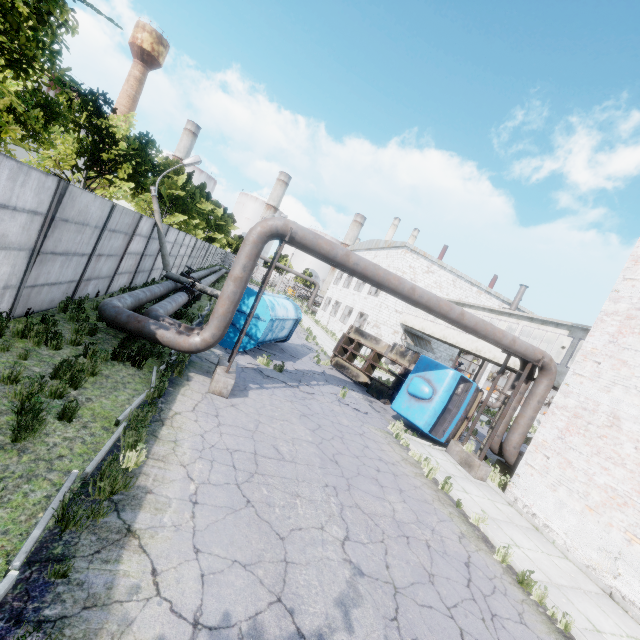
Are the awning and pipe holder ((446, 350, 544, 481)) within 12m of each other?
no

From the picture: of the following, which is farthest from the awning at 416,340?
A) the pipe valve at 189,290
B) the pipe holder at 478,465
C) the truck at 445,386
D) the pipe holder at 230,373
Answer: the pipe holder at 230,373

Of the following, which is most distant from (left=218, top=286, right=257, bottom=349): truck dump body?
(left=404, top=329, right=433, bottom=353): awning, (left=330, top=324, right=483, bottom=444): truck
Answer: (left=404, top=329, right=433, bottom=353): awning

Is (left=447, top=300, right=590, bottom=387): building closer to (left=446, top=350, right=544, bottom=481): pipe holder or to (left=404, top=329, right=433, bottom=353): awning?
(left=404, top=329, right=433, bottom=353): awning

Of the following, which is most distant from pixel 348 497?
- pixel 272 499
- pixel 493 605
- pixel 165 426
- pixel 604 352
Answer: pixel 604 352

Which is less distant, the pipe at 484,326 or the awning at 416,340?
the pipe at 484,326

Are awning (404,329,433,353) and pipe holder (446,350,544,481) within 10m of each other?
no

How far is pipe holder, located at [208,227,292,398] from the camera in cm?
901
